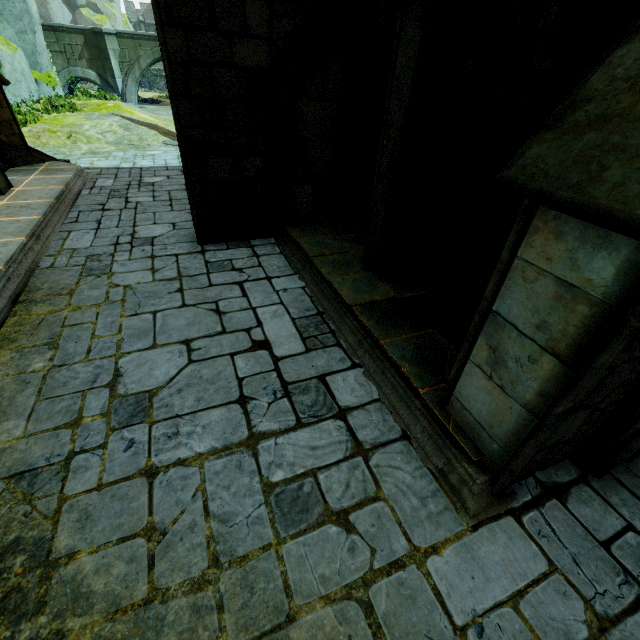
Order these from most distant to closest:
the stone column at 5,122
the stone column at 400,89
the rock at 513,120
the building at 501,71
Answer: the stone column at 5,122 < the building at 501,71 < the rock at 513,120 < the stone column at 400,89

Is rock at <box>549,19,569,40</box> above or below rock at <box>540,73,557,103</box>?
above

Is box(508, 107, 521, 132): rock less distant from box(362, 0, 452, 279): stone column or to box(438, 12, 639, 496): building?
box(438, 12, 639, 496): building

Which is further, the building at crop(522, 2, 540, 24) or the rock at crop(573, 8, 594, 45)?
the building at crop(522, 2, 540, 24)

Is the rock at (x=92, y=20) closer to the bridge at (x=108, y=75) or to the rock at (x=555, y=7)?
the bridge at (x=108, y=75)

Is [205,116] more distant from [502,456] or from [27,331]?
[502,456]

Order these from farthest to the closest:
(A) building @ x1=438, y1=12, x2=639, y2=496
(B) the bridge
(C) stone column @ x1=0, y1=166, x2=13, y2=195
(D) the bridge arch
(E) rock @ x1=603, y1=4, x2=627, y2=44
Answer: (B) the bridge < (D) the bridge arch < (C) stone column @ x1=0, y1=166, x2=13, y2=195 < (E) rock @ x1=603, y1=4, x2=627, y2=44 < (A) building @ x1=438, y1=12, x2=639, y2=496

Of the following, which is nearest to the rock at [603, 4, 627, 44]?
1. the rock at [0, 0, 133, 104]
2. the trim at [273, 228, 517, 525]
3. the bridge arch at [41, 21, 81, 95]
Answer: the trim at [273, 228, 517, 525]
